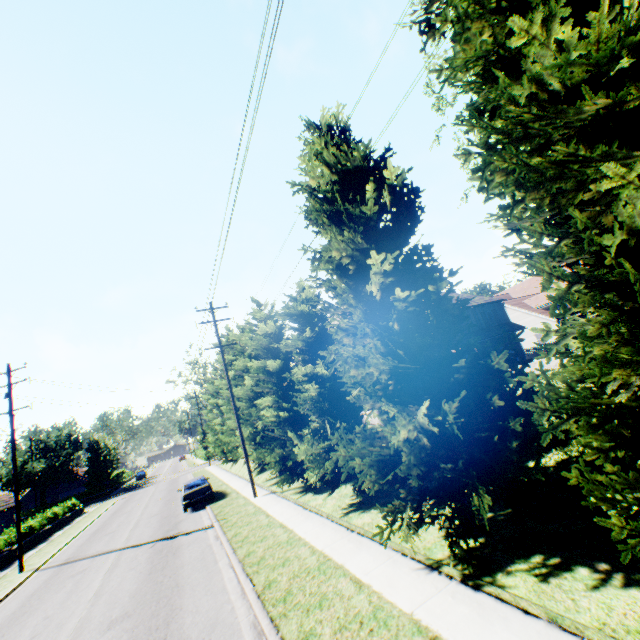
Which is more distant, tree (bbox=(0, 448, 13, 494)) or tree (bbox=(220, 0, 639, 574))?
tree (bbox=(0, 448, 13, 494))

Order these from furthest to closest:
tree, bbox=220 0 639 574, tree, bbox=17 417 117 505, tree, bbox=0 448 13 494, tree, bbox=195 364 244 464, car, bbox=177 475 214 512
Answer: tree, bbox=17 417 117 505 → tree, bbox=0 448 13 494 → tree, bbox=195 364 244 464 → car, bbox=177 475 214 512 → tree, bbox=220 0 639 574

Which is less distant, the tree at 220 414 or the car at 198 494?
the car at 198 494

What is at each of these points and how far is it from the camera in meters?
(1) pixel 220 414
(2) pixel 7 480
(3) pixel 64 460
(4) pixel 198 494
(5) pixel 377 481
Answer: (1) tree, 36.0 m
(2) tree, 47.6 m
(3) tree, 54.8 m
(4) car, 20.2 m
(5) tree, 7.3 m

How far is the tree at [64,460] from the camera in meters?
49.8 m

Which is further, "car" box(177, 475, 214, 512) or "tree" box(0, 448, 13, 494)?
"tree" box(0, 448, 13, 494)
